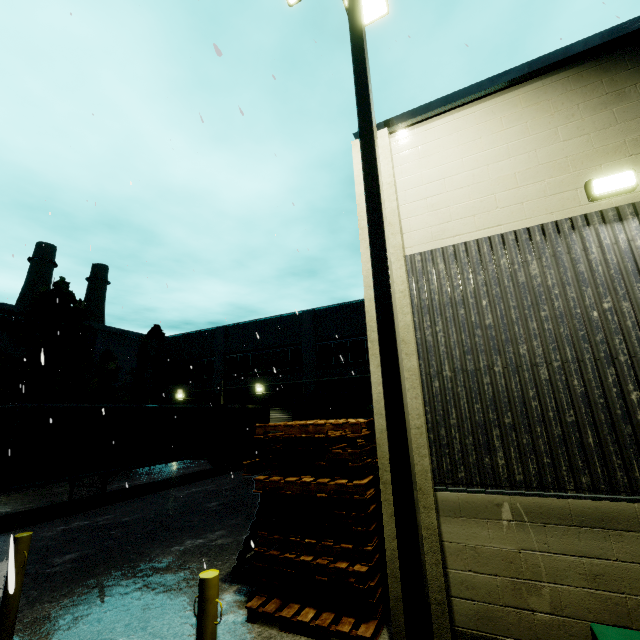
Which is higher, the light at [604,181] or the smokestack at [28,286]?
the smokestack at [28,286]

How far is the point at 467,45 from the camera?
8.17m

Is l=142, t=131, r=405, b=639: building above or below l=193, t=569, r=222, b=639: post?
above

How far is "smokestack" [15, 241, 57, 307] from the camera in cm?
4294

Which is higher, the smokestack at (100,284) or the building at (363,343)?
the smokestack at (100,284)

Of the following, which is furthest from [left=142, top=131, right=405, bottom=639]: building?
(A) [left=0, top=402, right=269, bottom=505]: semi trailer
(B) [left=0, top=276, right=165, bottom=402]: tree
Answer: (A) [left=0, top=402, right=269, bottom=505]: semi trailer

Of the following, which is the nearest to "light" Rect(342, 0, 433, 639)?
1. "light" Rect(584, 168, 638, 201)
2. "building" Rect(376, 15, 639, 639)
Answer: "building" Rect(376, 15, 639, 639)

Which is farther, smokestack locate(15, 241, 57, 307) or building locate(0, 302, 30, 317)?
smokestack locate(15, 241, 57, 307)
